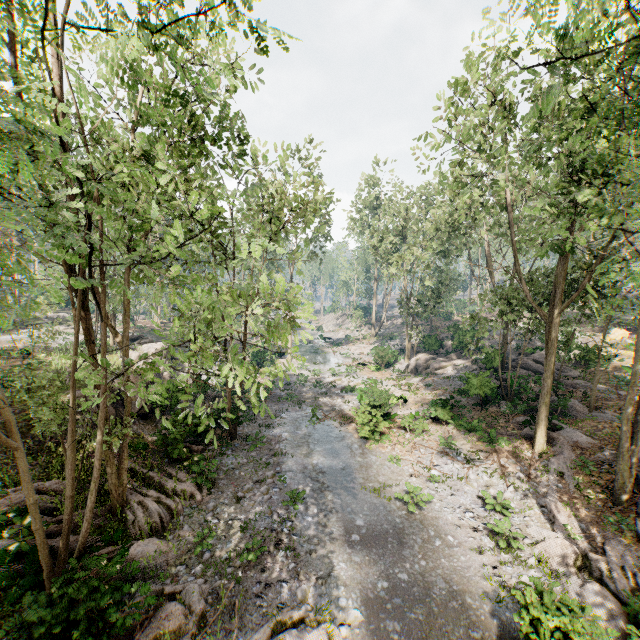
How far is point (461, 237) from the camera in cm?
2497

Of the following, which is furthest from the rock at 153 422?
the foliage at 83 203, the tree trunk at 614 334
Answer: the tree trunk at 614 334

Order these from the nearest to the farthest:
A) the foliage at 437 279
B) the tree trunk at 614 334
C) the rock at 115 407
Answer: the foliage at 437 279
the rock at 115 407
the tree trunk at 614 334

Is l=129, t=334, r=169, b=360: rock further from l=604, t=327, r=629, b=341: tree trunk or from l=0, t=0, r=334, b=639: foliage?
l=604, t=327, r=629, b=341: tree trunk

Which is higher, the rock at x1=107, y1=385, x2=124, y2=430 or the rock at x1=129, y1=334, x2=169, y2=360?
the rock at x1=129, y1=334, x2=169, y2=360

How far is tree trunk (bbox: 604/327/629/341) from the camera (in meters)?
27.39

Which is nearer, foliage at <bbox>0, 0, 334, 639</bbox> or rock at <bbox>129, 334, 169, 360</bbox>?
foliage at <bbox>0, 0, 334, 639</bbox>
